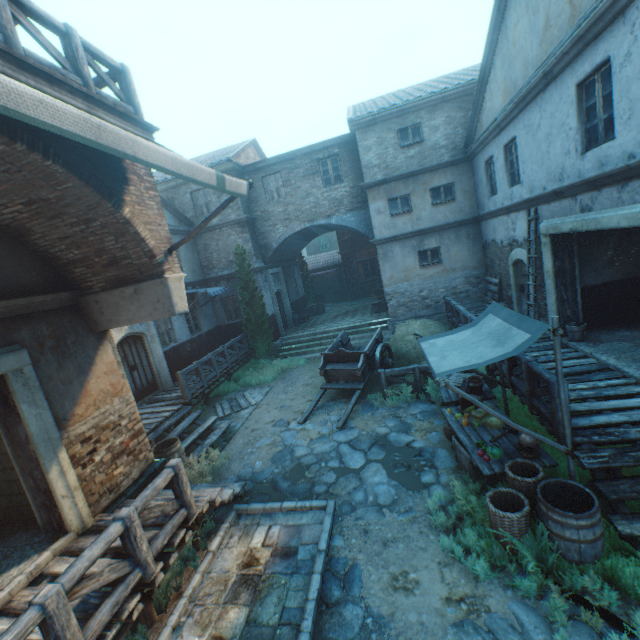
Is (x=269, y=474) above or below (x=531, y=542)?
below

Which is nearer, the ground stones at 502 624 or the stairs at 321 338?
the ground stones at 502 624

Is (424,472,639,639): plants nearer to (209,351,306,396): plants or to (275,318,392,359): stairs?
(209,351,306,396): plants

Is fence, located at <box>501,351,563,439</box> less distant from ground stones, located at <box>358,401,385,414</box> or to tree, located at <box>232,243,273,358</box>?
ground stones, located at <box>358,401,385,414</box>

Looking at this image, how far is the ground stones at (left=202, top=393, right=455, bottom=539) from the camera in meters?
6.0

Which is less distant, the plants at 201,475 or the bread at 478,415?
the bread at 478,415

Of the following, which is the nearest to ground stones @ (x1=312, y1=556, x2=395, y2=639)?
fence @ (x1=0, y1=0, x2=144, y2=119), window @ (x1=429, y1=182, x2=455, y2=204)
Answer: fence @ (x1=0, y1=0, x2=144, y2=119)

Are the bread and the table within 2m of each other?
yes
